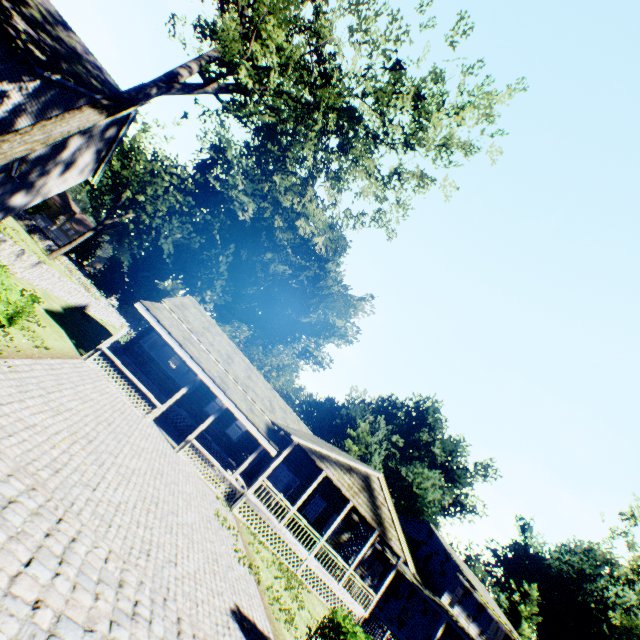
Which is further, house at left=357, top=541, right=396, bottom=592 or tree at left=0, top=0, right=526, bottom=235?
house at left=357, top=541, right=396, bottom=592

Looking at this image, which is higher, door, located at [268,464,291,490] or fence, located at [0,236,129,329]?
door, located at [268,464,291,490]

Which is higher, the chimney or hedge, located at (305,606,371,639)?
the chimney

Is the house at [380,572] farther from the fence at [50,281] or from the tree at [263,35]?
the tree at [263,35]

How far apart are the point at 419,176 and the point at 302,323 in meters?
39.1

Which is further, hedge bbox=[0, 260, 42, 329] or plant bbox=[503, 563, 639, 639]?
plant bbox=[503, 563, 639, 639]

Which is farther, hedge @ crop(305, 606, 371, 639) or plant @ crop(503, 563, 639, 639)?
plant @ crop(503, 563, 639, 639)

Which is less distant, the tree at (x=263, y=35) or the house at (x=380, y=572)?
the tree at (x=263, y=35)
